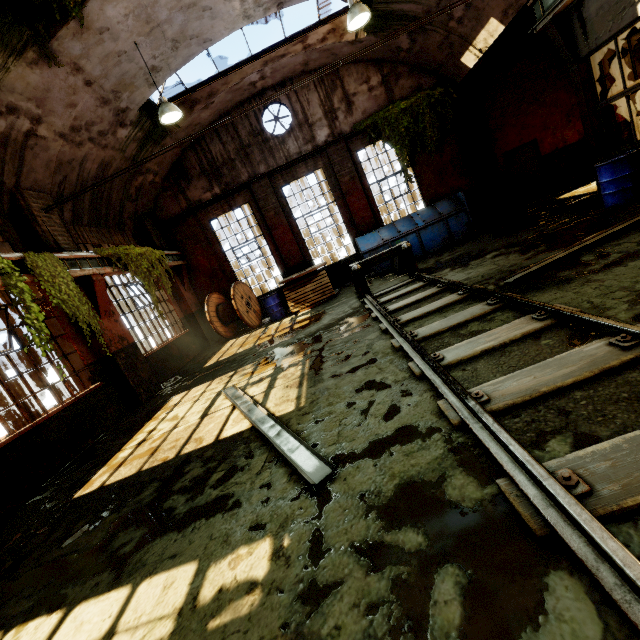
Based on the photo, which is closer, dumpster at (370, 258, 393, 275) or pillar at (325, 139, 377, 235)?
dumpster at (370, 258, 393, 275)

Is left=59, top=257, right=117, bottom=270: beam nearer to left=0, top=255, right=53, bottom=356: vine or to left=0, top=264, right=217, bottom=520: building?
left=0, top=264, right=217, bottom=520: building

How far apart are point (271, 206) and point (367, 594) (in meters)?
12.38

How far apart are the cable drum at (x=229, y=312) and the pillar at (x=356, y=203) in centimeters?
543cm

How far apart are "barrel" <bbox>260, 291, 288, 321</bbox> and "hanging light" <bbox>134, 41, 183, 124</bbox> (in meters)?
5.71

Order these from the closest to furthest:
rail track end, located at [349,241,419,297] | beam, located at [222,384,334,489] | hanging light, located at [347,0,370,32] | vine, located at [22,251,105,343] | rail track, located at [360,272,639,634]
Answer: rail track, located at [360,272,639,634] < beam, located at [222,384,334,489] < vine, located at [22,251,105,343] < hanging light, located at [347,0,370,32] < rail track end, located at [349,241,419,297]

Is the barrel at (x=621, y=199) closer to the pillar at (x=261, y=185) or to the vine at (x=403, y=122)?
the vine at (x=403, y=122)

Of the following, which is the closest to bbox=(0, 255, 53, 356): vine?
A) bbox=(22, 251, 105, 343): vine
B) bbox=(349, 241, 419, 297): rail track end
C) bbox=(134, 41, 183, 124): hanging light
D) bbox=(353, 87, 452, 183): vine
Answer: bbox=(22, 251, 105, 343): vine
